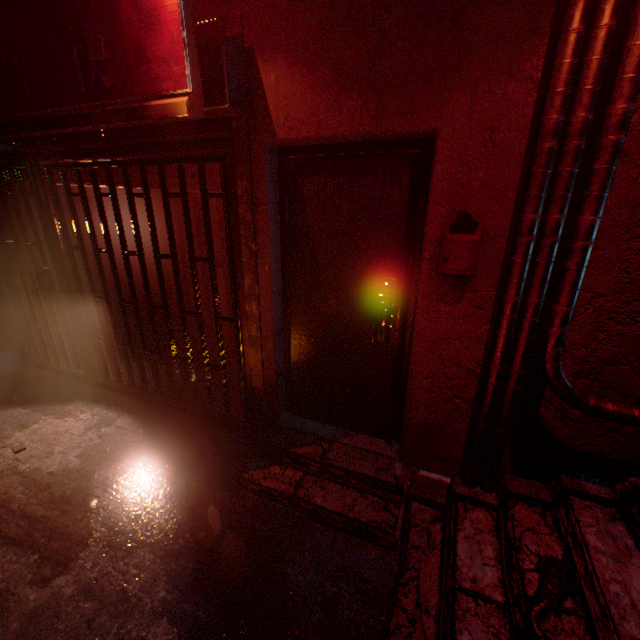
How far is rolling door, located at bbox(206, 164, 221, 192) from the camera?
2.32m

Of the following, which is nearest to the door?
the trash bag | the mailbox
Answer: the mailbox

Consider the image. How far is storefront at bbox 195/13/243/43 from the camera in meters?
1.8 m

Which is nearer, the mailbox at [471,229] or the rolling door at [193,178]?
the mailbox at [471,229]

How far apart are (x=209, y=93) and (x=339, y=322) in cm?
159

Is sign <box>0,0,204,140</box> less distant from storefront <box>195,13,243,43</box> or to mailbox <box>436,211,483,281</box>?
storefront <box>195,13,243,43</box>

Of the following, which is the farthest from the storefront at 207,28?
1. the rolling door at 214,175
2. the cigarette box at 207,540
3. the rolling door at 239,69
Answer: the cigarette box at 207,540
